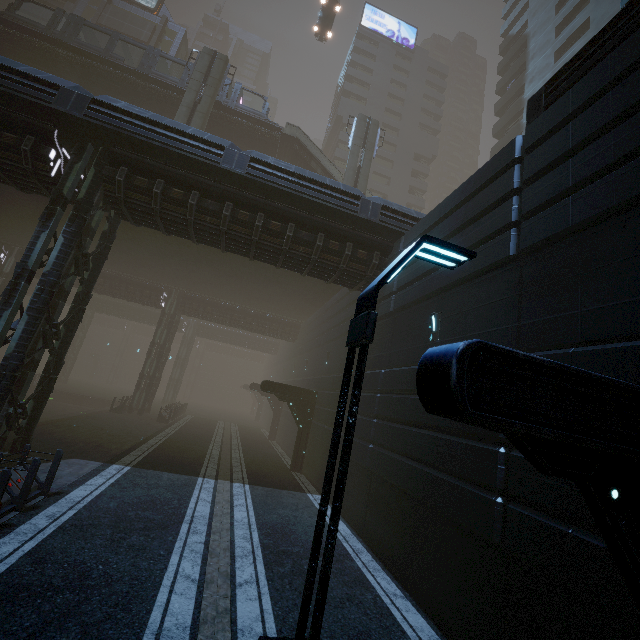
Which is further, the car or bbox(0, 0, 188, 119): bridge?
the car

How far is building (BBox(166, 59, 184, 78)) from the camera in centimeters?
4119cm

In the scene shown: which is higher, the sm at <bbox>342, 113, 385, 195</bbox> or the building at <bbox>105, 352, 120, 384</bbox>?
the sm at <bbox>342, 113, 385, 195</bbox>

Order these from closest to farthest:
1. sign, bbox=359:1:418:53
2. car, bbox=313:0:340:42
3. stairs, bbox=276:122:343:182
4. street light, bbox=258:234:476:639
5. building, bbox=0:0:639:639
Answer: street light, bbox=258:234:476:639 → building, bbox=0:0:639:639 → stairs, bbox=276:122:343:182 → car, bbox=313:0:340:42 → sign, bbox=359:1:418:53

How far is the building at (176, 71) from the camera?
41.2 meters

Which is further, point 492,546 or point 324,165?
point 324,165

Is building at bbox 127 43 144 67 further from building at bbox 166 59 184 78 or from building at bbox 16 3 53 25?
building at bbox 16 3 53 25

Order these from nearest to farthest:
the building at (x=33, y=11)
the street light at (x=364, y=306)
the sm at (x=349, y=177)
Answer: the street light at (x=364, y=306), the sm at (x=349, y=177), the building at (x=33, y=11)
